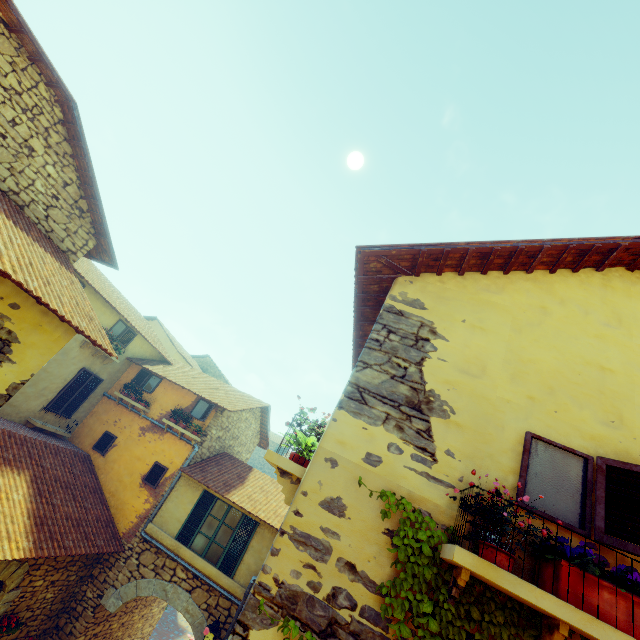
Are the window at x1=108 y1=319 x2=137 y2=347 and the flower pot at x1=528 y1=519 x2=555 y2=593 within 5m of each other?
no

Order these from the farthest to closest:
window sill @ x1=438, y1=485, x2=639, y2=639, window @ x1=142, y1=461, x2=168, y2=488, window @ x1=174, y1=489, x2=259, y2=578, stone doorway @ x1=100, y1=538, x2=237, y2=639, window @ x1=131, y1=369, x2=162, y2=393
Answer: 1. window @ x1=131, y1=369, x2=162, y2=393
2. window @ x1=142, y1=461, x2=168, y2=488
3. window @ x1=174, y1=489, x2=259, y2=578
4. stone doorway @ x1=100, y1=538, x2=237, y2=639
5. window sill @ x1=438, y1=485, x2=639, y2=639

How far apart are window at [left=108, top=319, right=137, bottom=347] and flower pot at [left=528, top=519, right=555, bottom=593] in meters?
13.5

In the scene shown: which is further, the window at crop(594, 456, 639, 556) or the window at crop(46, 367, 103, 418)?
the window at crop(46, 367, 103, 418)

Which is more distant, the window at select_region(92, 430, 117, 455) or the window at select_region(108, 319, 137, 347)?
the window at select_region(108, 319, 137, 347)

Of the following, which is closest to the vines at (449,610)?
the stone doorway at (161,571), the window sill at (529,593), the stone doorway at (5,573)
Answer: the window sill at (529,593)

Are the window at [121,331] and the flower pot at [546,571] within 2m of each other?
no

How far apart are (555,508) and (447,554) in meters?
1.2
